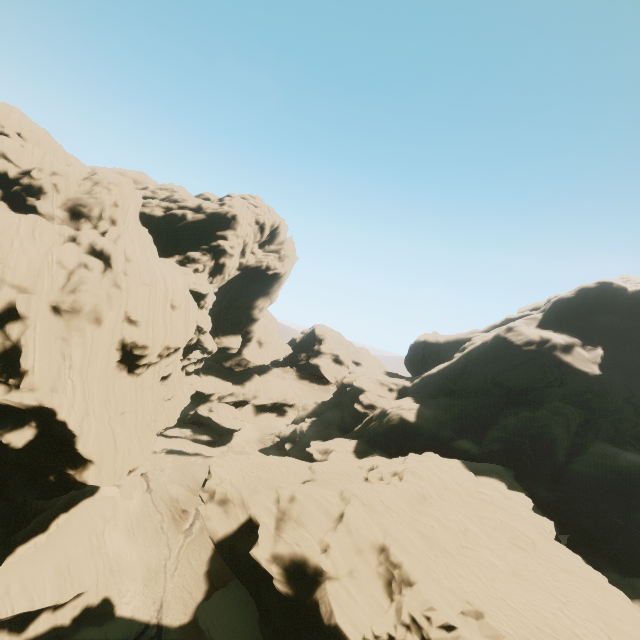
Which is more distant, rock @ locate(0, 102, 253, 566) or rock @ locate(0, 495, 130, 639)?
rock @ locate(0, 495, 130, 639)

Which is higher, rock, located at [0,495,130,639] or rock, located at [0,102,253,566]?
rock, located at [0,102,253,566]

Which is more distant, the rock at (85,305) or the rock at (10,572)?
the rock at (10,572)

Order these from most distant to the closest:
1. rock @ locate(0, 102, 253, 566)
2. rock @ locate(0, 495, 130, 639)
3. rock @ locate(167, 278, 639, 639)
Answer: rock @ locate(0, 495, 130, 639)
rock @ locate(0, 102, 253, 566)
rock @ locate(167, 278, 639, 639)

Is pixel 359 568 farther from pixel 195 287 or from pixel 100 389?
pixel 195 287
